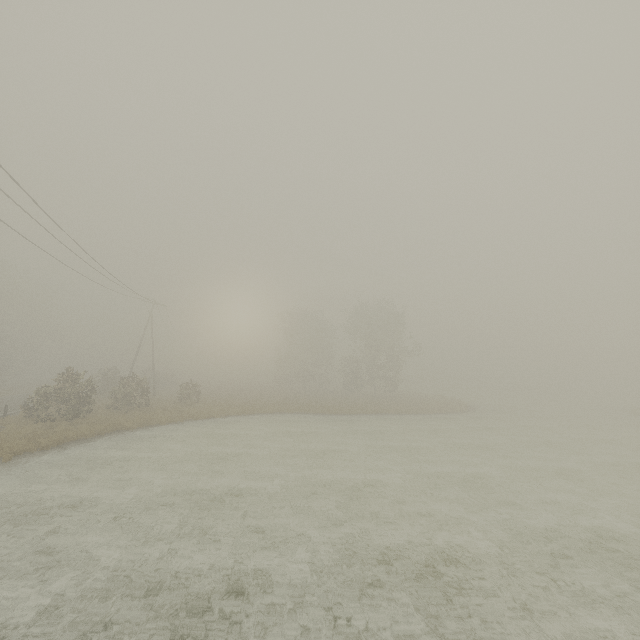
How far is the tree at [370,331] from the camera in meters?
42.8

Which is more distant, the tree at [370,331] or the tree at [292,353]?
the tree at [292,353]

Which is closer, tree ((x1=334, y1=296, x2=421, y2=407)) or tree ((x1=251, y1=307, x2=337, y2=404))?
tree ((x1=334, y1=296, x2=421, y2=407))

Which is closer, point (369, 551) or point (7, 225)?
point (369, 551)

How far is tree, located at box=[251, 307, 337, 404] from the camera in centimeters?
4396cm

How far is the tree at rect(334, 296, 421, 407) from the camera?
42.8 meters
